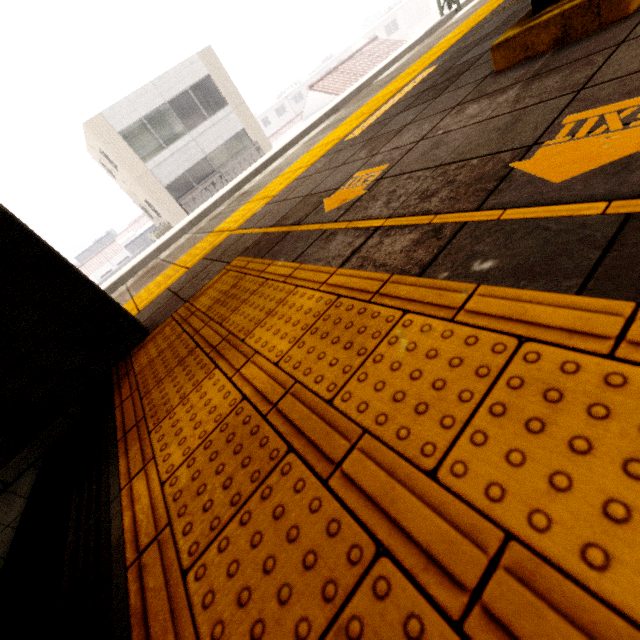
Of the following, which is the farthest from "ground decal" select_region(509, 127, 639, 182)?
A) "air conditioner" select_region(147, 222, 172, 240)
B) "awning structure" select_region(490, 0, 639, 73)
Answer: "air conditioner" select_region(147, 222, 172, 240)

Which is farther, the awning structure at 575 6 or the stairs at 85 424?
the awning structure at 575 6

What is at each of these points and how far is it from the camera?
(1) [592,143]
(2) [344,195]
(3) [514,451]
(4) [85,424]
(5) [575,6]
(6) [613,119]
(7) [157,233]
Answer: (1) ground decal, 0.90m
(2) ground decal, 1.78m
(3) groundtactileadastrip, 0.46m
(4) stairs, 1.42m
(5) awning structure, 1.48m
(6) ground decal, 0.92m
(7) air conditioner, 18.17m

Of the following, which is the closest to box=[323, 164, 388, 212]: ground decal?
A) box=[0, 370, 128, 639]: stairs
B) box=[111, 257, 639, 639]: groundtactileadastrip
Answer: box=[111, 257, 639, 639]: groundtactileadastrip

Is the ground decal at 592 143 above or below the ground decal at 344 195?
below

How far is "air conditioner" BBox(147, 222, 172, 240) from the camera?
18.2m

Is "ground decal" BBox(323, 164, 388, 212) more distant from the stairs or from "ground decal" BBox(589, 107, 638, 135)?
the stairs

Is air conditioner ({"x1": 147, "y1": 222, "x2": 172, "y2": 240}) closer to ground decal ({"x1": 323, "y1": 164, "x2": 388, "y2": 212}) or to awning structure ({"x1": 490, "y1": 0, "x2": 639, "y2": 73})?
awning structure ({"x1": 490, "y1": 0, "x2": 639, "y2": 73})
